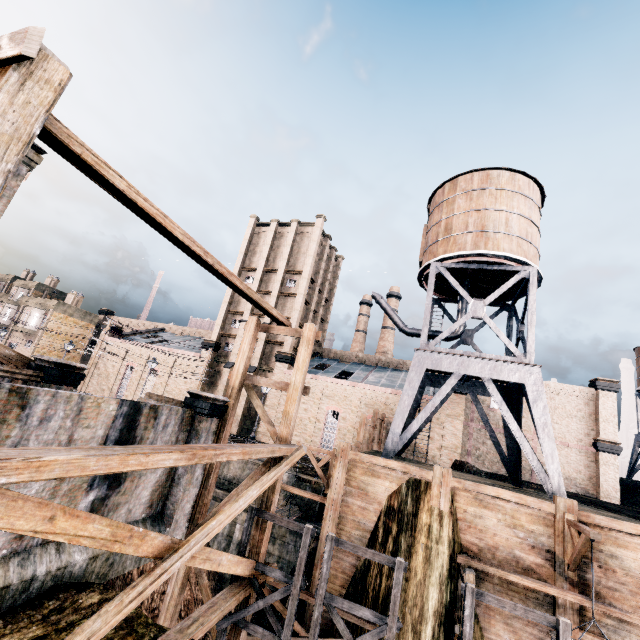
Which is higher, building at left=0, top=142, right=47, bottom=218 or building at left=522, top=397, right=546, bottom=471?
building at left=0, top=142, right=47, bottom=218

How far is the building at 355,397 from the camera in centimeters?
3328cm

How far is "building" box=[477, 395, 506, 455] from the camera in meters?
37.0

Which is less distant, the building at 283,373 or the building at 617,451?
the building at 617,451

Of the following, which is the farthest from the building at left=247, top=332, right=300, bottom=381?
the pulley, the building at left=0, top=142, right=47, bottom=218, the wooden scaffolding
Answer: the building at left=0, top=142, right=47, bottom=218

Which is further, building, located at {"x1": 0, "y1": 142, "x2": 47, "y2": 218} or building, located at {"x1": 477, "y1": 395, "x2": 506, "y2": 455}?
building, located at {"x1": 477, "y1": 395, "x2": 506, "y2": 455}

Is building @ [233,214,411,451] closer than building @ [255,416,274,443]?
Yes

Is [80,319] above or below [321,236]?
below
